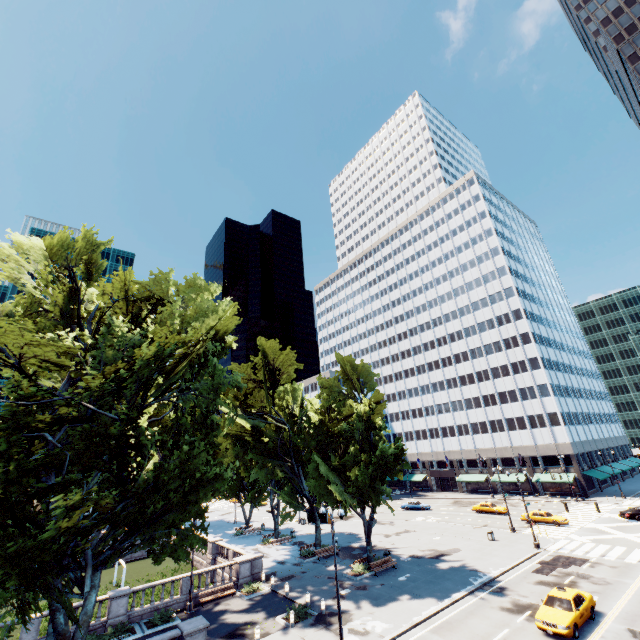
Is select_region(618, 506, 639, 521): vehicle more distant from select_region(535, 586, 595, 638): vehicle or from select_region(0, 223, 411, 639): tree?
select_region(535, 586, 595, 638): vehicle

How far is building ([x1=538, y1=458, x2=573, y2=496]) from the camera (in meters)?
57.59

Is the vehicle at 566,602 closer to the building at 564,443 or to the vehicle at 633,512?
the vehicle at 633,512

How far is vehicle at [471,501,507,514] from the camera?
48.91m

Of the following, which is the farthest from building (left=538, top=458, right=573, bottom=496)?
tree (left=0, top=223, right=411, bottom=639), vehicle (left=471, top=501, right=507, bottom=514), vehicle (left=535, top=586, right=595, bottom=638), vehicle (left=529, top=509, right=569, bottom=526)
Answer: vehicle (left=535, top=586, right=595, bottom=638)

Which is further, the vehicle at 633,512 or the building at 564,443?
the building at 564,443

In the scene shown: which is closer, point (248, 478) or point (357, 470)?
point (357, 470)

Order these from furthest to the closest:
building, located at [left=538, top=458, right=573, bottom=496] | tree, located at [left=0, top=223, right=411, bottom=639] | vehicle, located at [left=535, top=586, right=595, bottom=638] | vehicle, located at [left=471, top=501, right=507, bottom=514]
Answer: building, located at [left=538, top=458, right=573, bottom=496] < vehicle, located at [left=471, top=501, right=507, bottom=514] < vehicle, located at [left=535, top=586, right=595, bottom=638] < tree, located at [left=0, top=223, right=411, bottom=639]
